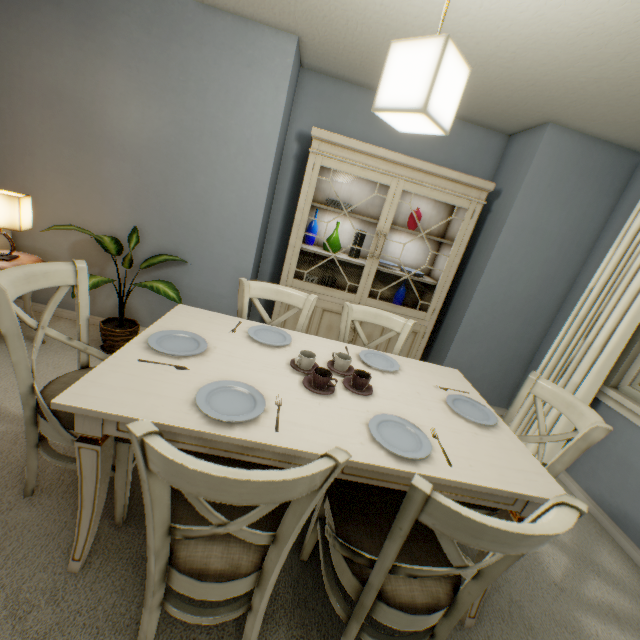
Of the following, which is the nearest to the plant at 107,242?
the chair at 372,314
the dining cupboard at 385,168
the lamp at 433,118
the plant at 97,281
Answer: the plant at 97,281

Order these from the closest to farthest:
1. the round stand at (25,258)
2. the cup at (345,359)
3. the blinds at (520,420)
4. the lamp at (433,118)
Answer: the lamp at (433,118)
the cup at (345,359)
the round stand at (25,258)
the blinds at (520,420)

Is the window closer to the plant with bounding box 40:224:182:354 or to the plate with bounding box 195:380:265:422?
the plate with bounding box 195:380:265:422

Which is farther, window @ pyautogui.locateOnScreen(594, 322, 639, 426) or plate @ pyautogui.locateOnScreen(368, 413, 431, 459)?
window @ pyautogui.locateOnScreen(594, 322, 639, 426)

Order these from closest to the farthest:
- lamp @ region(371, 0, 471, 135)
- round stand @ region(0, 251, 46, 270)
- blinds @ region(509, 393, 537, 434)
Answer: lamp @ region(371, 0, 471, 135)
round stand @ region(0, 251, 46, 270)
blinds @ region(509, 393, 537, 434)

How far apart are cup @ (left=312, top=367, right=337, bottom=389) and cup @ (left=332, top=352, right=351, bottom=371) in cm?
16

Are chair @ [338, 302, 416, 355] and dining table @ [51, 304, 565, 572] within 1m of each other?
yes

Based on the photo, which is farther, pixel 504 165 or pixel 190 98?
pixel 504 165
